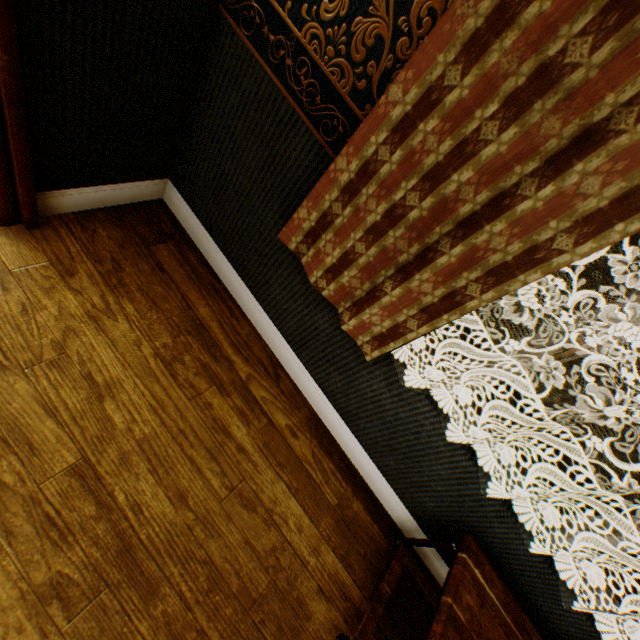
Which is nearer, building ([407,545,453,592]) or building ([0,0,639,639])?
building ([0,0,639,639])

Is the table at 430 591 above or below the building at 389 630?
above

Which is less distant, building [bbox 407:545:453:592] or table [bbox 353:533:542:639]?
table [bbox 353:533:542:639]

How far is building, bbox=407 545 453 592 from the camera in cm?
188

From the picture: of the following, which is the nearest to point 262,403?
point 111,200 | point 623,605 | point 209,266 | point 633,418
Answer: point 209,266

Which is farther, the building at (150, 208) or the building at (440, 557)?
the building at (440, 557)

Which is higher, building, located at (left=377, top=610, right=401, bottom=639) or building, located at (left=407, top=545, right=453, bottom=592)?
building, located at (left=407, top=545, right=453, bottom=592)
